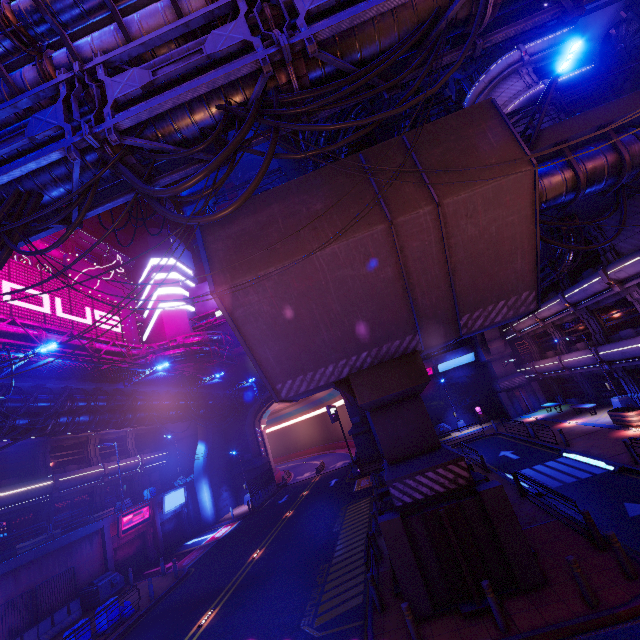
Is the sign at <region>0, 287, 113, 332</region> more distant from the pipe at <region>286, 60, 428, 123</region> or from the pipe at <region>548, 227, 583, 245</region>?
the pipe at <region>548, 227, 583, 245</region>

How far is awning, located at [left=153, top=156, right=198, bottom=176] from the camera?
14.6 meters

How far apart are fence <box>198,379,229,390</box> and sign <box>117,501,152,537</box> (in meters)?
9.98

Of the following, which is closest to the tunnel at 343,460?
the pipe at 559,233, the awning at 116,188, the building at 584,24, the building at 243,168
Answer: the building at 243,168

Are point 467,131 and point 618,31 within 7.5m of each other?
no

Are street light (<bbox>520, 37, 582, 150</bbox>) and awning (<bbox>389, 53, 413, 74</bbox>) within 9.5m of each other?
yes

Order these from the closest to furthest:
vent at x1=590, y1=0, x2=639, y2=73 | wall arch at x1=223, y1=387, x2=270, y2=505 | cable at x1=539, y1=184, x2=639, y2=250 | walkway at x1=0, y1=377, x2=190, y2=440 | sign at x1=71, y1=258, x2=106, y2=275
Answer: cable at x1=539, y1=184, x2=639, y2=250, walkway at x1=0, y1=377, x2=190, y2=440, vent at x1=590, y1=0, x2=639, y2=73, sign at x1=71, y1=258, x2=106, y2=275, wall arch at x1=223, y1=387, x2=270, y2=505

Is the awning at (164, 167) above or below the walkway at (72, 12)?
above
